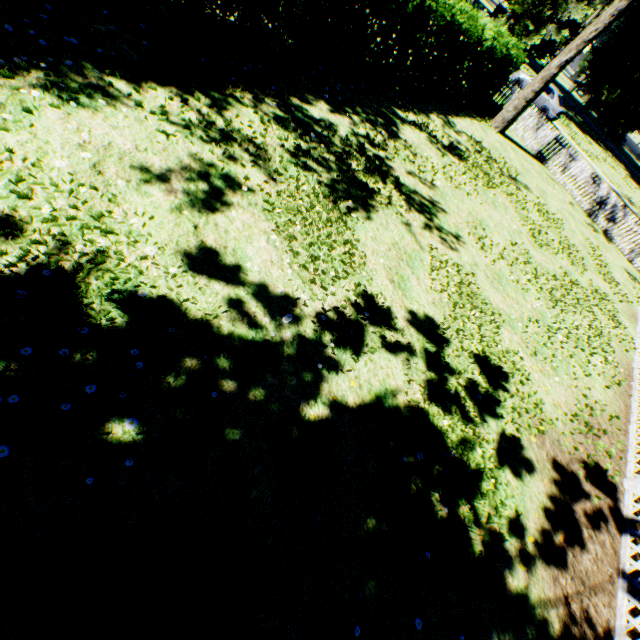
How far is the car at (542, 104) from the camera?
23.8 meters

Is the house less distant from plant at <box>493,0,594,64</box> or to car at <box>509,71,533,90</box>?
plant at <box>493,0,594,64</box>

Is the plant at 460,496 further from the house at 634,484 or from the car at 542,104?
the house at 634,484

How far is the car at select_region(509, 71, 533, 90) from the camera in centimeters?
2428cm

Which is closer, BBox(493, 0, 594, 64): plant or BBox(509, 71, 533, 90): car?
BBox(509, 71, 533, 90): car

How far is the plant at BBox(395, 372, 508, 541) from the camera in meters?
3.9

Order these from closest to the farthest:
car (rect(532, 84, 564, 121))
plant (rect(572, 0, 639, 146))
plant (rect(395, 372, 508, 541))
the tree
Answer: plant (rect(395, 372, 508, 541)), the tree, car (rect(532, 84, 564, 121)), plant (rect(572, 0, 639, 146))

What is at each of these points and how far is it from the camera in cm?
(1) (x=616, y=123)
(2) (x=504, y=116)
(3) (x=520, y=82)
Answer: (1) plant, 3806
(2) tree, 1462
(3) car, 2459
